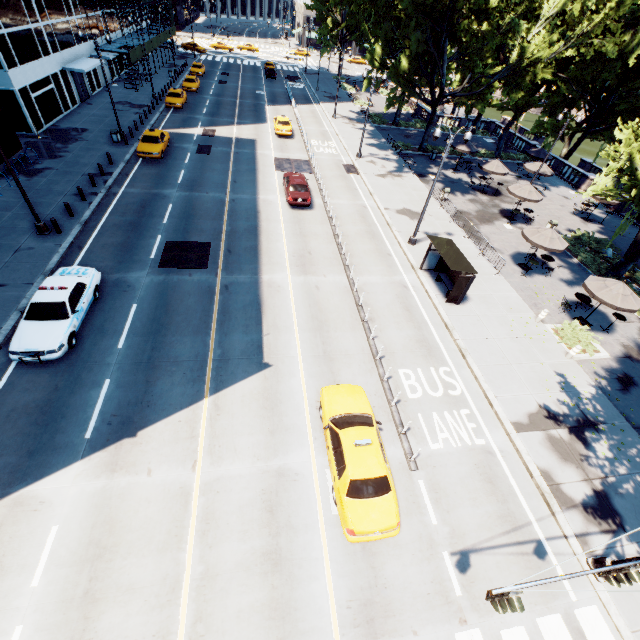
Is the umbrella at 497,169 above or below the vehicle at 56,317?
above

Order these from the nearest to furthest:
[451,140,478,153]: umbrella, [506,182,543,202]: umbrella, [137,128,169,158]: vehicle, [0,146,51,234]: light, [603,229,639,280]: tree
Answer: [0,146,51,234]: light → [603,229,639,280]: tree → [506,182,543,202]: umbrella → [137,128,169,158]: vehicle → [451,140,478,153]: umbrella

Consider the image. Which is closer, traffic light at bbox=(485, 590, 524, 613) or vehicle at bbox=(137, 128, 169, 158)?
traffic light at bbox=(485, 590, 524, 613)

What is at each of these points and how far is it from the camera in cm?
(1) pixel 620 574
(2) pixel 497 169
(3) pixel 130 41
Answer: (1) traffic light, 653
(2) umbrella, 2922
(3) scaffolding, 4319

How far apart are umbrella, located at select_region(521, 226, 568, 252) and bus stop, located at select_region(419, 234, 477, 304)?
5.7m

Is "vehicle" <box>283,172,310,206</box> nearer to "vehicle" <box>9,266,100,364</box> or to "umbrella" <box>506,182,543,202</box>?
"vehicle" <box>9,266,100,364</box>

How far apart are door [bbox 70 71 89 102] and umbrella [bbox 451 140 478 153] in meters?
39.7

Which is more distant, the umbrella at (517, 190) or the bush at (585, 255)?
the umbrella at (517, 190)
